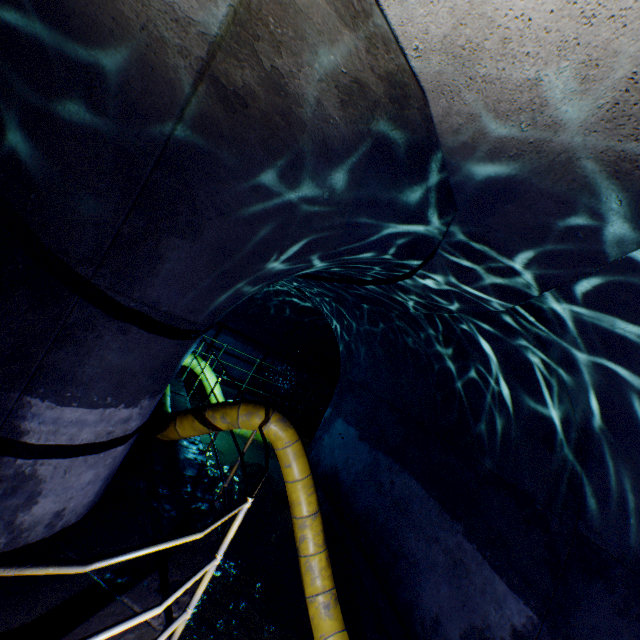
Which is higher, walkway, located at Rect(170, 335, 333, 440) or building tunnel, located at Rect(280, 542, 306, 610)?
walkway, located at Rect(170, 335, 333, 440)

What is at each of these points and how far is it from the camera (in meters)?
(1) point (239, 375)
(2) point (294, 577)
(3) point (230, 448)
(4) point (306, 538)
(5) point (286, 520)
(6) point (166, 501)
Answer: (1) building tunnel, 12.05
(2) building tunnel, 5.17
(3) building tunnel, 8.60
(4) large conduit, 4.27
(5) building tunnel, 6.52
(6) walkway, 3.99

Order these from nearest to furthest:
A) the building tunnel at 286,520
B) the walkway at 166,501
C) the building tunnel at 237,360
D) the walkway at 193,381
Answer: the walkway at 166,501, the building tunnel at 286,520, the walkway at 193,381, the building tunnel at 237,360

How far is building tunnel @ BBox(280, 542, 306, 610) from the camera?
4.9m

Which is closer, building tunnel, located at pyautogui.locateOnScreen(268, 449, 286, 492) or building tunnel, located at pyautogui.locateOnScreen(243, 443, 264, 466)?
building tunnel, located at pyautogui.locateOnScreen(268, 449, 286, 492)

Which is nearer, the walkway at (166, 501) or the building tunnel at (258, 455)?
the walkway at (166, 501)
